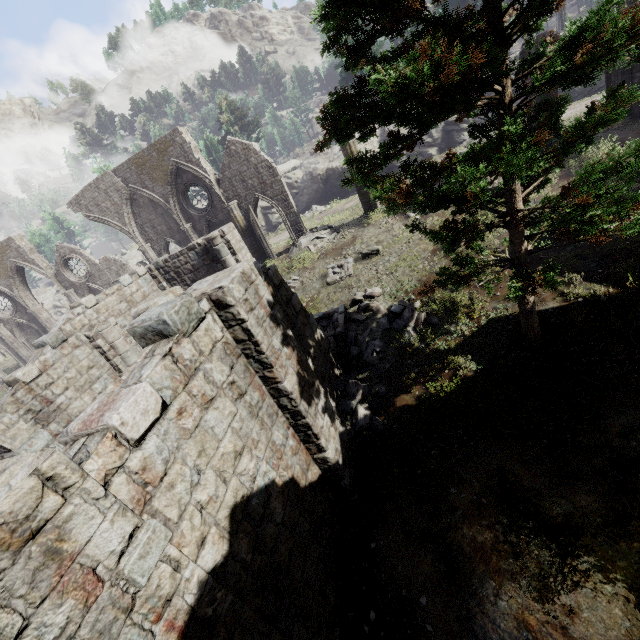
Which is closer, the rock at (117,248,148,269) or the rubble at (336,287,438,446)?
the rubble at (336,287,438,446)

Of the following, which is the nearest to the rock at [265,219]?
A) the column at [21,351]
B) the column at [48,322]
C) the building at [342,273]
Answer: the building at [342,273]

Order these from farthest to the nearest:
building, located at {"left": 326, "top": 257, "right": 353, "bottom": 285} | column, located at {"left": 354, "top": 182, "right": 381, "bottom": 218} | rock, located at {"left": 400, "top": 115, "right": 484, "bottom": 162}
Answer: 1. rock, located at {"left": 400, "top": 115, "right": 484, "bottom": 162}
2. column, located at {"left": 354, "top": 182, "right": 381, "bottom": 218}
3. building, located at {"left": 326, "top": 257, "right": 353, "bottom": 285}

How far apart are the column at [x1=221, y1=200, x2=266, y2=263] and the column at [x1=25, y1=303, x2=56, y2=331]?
18.0 meters

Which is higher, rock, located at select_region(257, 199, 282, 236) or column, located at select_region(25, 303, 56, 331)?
column, located at select_region(25, 303, 56, 331)

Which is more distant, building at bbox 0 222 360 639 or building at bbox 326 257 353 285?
building at bbox 326 257 353 285

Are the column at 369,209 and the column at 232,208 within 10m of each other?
yes

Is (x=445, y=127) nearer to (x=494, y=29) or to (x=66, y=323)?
(x=494, y=29)
